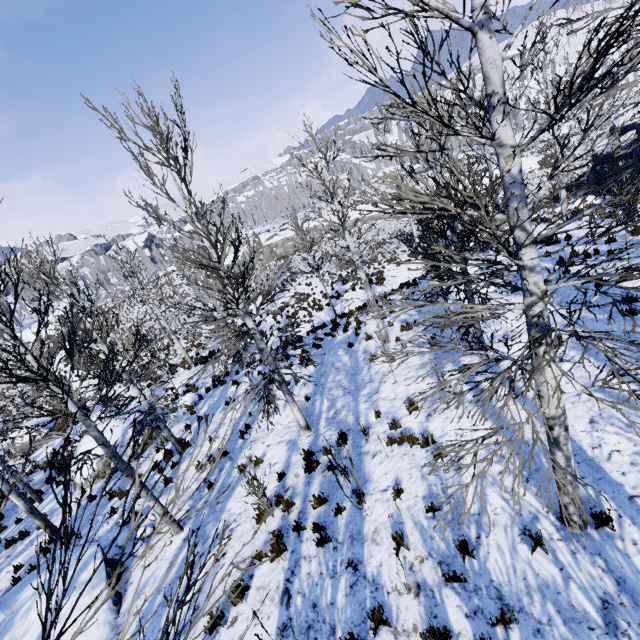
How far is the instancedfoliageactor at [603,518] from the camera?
4.1m

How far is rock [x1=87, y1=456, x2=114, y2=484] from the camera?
12.42m

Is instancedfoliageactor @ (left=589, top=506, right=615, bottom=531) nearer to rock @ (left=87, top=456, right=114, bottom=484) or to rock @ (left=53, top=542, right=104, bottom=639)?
rock @ (left=53, top=542, right=104, bottom=639)

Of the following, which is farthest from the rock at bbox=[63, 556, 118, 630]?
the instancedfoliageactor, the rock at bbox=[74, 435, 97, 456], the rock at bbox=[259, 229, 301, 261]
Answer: the rock at bbox=[259, 229, 301, 261]

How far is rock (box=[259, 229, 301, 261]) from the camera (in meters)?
46.31

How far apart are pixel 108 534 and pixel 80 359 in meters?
5.0 m

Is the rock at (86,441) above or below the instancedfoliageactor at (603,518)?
below
